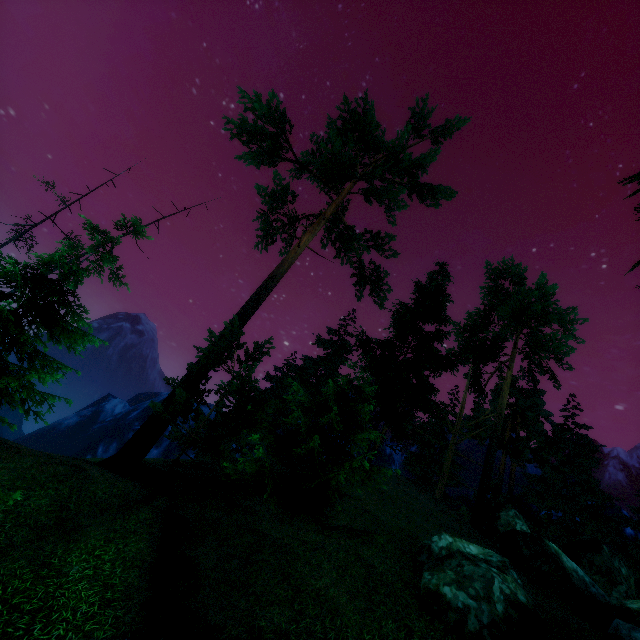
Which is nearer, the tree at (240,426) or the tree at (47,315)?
the tree at (47,315)

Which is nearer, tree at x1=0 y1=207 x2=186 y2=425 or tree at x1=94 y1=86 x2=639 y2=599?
tree at x1=0 y1=207 x2=186 y2=425

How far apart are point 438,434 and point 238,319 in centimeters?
2279cm
